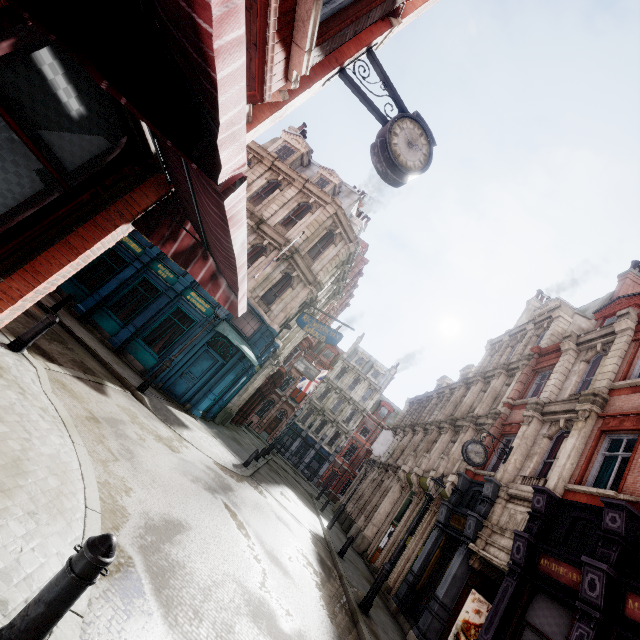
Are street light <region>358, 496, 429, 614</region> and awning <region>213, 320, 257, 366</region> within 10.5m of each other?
yes

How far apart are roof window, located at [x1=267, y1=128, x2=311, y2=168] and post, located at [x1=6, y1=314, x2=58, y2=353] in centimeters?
1708cm

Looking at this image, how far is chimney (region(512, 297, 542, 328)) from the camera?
26.20m

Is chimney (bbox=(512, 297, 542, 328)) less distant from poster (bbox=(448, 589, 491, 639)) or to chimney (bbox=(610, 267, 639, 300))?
chimney (bbox=(610, 267, 639, 300))

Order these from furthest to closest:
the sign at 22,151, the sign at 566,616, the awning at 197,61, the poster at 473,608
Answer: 1. the poster at 473,608
2. the sign at 566,616
3. the sign at 22,151
4. the awning at 197,61

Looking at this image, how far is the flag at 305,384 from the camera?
31.64m

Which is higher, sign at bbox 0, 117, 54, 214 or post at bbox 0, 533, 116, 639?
sign at bbox 0, 117, 54, 214

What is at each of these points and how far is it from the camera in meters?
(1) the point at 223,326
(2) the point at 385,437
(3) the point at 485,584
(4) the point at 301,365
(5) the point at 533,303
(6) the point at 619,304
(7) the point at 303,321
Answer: (1) awning, 15.4
(2) sign, 27.3
(3) tunnel, 11.3
(4) sign, 25.1
(5) chimney, 26.8
(6) roof window, 15.4
(7) sign, 18.0
